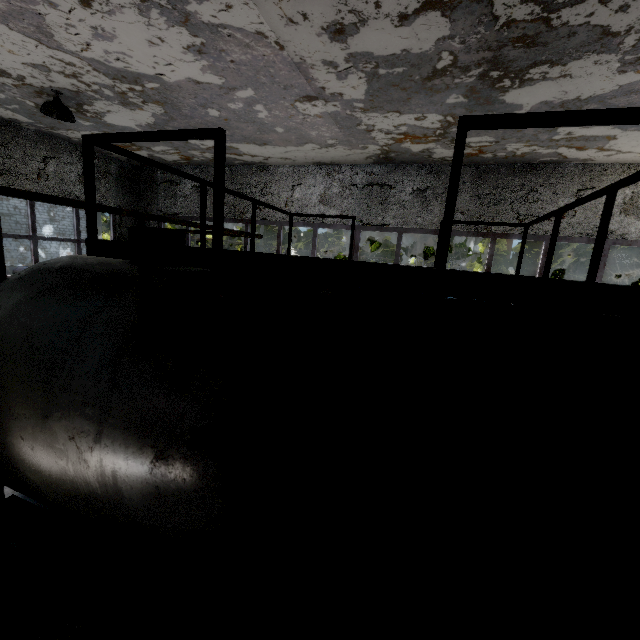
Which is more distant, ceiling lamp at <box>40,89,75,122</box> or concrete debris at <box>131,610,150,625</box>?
ceiling lamp at <box>40,89,75,122</box>

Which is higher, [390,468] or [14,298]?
[14,298]

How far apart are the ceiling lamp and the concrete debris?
8.72m

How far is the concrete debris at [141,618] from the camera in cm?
342

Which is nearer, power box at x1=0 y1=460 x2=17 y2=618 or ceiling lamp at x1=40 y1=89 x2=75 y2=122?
power box at x1=0 y1=460 x2=17 y2=618

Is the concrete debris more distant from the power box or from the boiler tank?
the power box

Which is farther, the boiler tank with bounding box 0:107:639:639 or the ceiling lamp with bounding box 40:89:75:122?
the ceiling lamp with bounding box 40:89:75:122

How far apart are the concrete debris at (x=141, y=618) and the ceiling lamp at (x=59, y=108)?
8.7 meters
